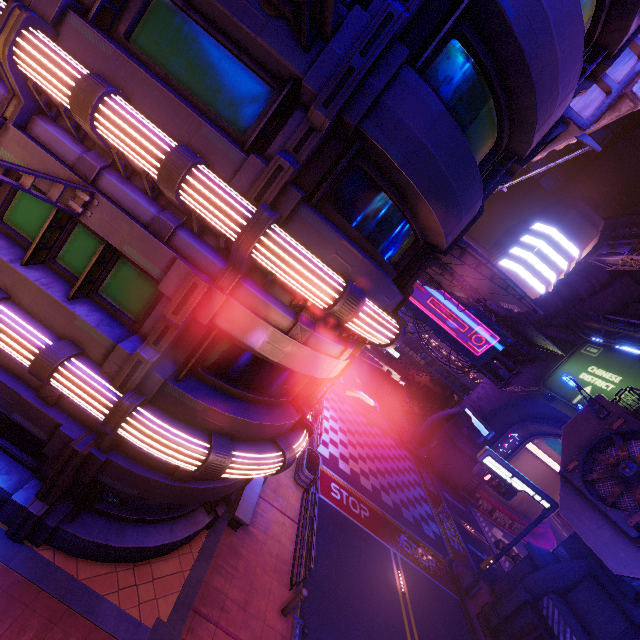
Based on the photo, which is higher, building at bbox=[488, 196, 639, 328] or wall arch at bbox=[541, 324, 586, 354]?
building at bbox=[488, 196, 639, 328]

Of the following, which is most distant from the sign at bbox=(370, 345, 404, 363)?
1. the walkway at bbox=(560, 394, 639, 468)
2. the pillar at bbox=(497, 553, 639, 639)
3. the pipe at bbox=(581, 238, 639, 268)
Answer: the pipe at bbox=(581, 238, 639, 268)

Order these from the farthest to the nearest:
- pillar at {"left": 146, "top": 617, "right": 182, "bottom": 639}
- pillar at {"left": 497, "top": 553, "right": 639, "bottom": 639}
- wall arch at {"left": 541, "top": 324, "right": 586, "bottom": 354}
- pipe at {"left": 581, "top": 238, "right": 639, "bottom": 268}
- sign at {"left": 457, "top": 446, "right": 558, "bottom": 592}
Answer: pipe at {"left": 581, "top": 238, "right": 639, "bottom": 268}
wall arch at {"left": 541, "top": 324, "right": 586, "bottom": 354}
sign at {"left": 457, "top": 446, "right": 558, "bottom": 592}
pillar at {"left": 497, "top": 553, "right": 639, "bottom": 639}
pillar at {"left": 146, "top": 617, "right": 182, "bottom": 639}

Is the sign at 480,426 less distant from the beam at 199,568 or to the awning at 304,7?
the beam at 199,568

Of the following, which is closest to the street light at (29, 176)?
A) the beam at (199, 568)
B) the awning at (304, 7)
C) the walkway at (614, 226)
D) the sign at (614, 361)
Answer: the awning at (304, 7)

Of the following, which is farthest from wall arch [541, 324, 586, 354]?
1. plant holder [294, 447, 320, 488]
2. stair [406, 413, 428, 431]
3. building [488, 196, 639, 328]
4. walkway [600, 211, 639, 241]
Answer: building [488, 196, 639, 328]

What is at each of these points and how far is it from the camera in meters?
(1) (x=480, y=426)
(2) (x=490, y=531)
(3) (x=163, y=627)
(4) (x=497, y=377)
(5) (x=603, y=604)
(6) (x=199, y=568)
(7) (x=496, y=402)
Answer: (1) sign, 28.6 m
(2) tunnel, 29.6 m
(3) pillar, 7.9 m
(4) pipe, 32.6 m
(5) pillar, 14.5 m
(6) beam, 9.6 m
(7) wall arch, 32.0 m

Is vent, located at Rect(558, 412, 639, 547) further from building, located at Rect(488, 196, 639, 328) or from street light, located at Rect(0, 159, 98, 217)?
building, located at Rect(488, 196, 639, 328)
